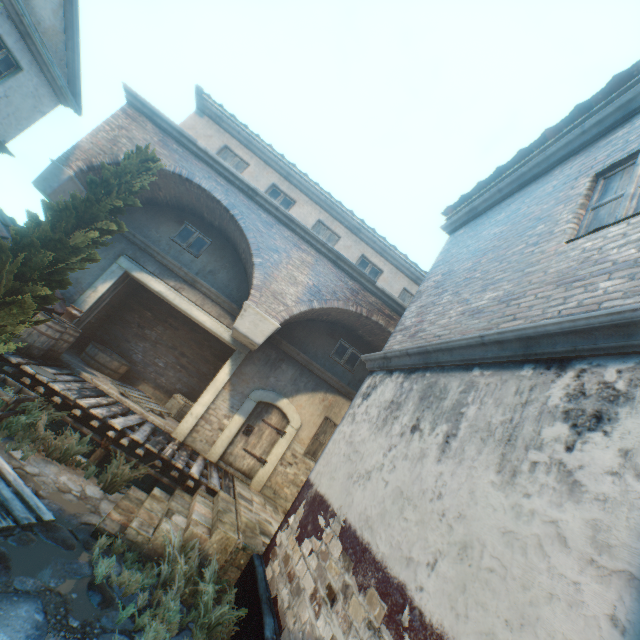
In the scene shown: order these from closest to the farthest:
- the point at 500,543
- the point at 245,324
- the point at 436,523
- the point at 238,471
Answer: the point at 500,543, the point at 436,523, the point at 245,324, the point at 238,471

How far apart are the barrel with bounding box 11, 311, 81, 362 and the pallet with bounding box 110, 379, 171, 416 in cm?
150

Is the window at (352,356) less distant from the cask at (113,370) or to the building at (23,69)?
the cask at (113,370)

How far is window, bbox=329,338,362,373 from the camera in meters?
10.7

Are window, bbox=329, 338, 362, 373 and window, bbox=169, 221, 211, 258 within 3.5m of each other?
no

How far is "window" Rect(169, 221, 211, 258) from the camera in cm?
989

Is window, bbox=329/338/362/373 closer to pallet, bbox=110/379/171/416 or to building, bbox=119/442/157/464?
building, bbox=119/442/157/464

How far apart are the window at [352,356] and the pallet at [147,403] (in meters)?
5.41
